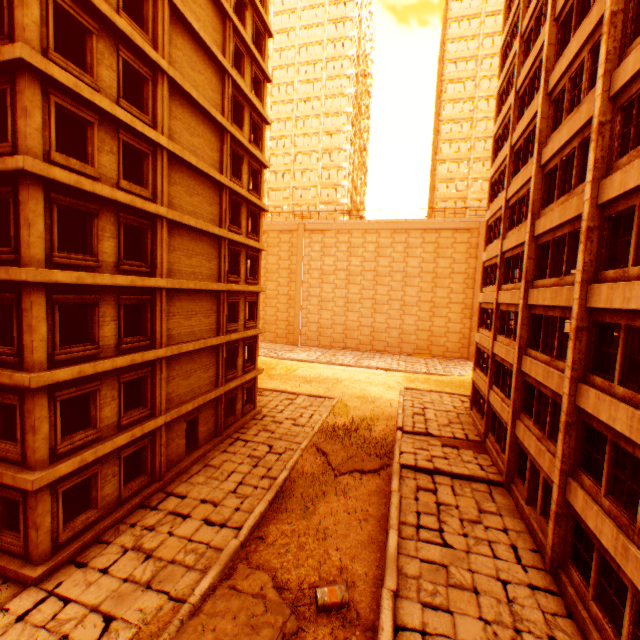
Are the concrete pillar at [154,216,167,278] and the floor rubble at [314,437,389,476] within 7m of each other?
no

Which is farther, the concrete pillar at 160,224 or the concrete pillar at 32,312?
the concrete pillar at 160,224

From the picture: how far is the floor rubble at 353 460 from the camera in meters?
16.7 m

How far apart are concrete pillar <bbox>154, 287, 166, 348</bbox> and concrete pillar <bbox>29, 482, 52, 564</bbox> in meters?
5.6 m

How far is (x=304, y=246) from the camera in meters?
48.3 m

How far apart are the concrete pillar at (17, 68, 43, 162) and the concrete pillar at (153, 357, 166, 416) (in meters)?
7.92

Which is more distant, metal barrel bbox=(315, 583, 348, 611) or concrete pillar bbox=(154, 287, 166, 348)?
concrete pillar bbox=(154, 287, 166, 348)

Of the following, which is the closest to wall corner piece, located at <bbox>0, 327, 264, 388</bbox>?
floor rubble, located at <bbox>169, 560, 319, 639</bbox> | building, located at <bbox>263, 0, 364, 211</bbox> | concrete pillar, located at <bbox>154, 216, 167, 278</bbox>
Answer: concrete pillar, located at <bbox>154, 216, 167, 278</bbox>
